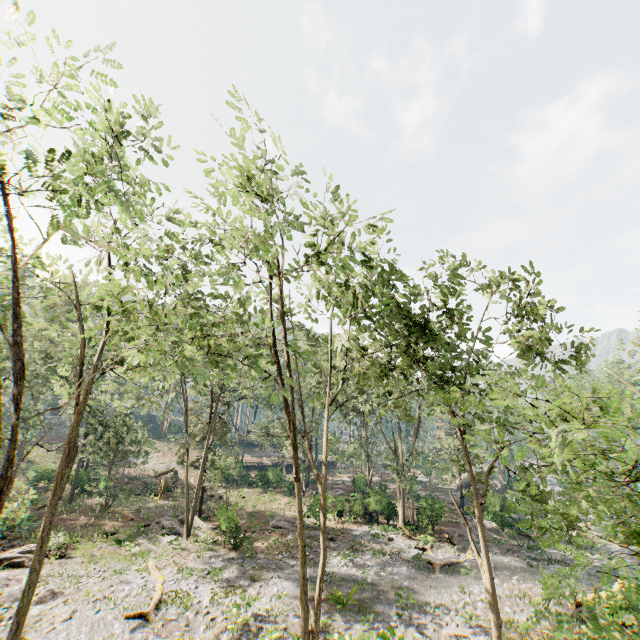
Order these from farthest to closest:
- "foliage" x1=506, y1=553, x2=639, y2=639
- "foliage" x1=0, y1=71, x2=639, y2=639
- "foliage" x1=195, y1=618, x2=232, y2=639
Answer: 1. "foliage" x1=195, y1=618, x2=232, y2=639
2. "foliage" x1=0, y1=71, x2=639, y2=639
3. "foliage" x1=506, y1=553, x2=639, y2=639

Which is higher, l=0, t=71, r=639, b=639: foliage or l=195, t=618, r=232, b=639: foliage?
l=0, t=71, r=639, b=639: foliage

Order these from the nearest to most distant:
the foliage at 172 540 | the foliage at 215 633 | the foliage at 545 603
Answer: the foliage at 545 603, the foliage at 172 540, the foliage at 215 633

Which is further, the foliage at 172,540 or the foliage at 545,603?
the foliage at 172,540

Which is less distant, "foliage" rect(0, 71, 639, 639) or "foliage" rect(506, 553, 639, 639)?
"foliage" rect(506, 553, 639, 639)

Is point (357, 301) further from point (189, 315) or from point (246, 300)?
point (189, 315)
